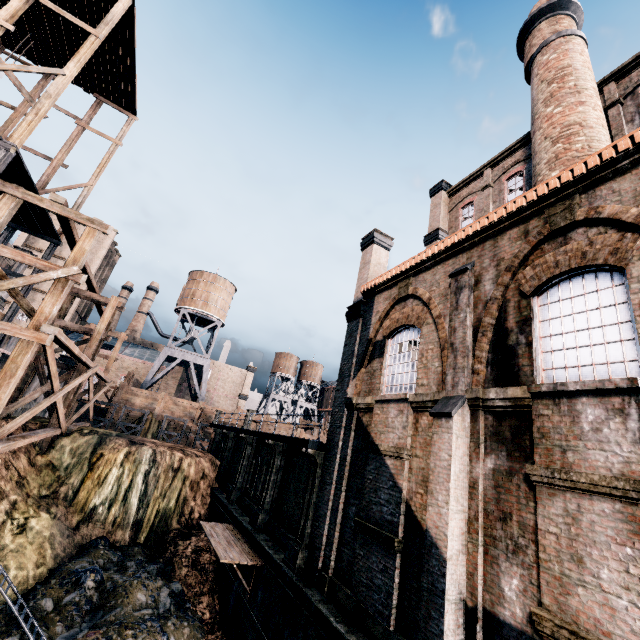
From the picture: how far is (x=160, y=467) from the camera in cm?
2480

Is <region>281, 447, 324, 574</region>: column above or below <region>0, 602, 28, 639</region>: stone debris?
above

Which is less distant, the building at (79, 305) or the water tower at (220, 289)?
the water tower at (220, 289)

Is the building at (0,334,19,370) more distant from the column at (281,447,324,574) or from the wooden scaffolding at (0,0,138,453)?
the column at (281,447,324,574)

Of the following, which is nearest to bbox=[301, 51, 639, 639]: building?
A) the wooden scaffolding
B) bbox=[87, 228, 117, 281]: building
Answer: the wooden scaffolding

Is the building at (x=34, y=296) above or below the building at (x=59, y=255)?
below

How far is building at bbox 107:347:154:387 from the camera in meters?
53.8 m

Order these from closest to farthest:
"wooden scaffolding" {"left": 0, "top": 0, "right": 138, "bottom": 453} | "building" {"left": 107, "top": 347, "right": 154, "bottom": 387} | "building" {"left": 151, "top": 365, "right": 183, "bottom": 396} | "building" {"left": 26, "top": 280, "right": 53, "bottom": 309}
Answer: "wooden scaffolding" {"left": 0, "top": 0, "right": 138, "bottom": 453} < "building" {"left": 26, "top": 280, "right": 53, "bottom": 309} < "building" {"left": 107, "top": 347, "right": 154, "bottom": 387} < "building" {"left": 151, "top": 365, "right": 183, "bottom": 396}
